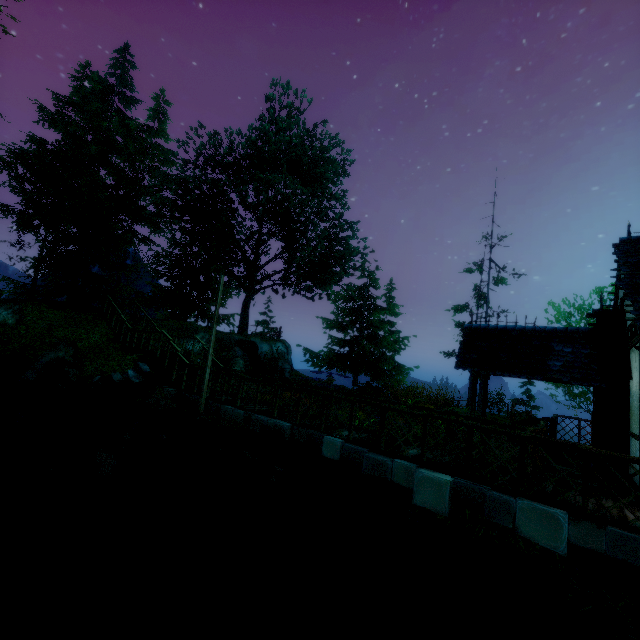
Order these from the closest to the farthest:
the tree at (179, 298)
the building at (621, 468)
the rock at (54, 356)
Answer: the building at (621, 468), the rock at (54, 356), the tree at (179, 298)

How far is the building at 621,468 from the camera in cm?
725

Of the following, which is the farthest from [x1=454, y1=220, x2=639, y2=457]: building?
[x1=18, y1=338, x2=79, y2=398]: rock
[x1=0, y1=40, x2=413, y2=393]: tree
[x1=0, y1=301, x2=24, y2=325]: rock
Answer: [x1=0, y1=301, x2=24, y2=325]: rock

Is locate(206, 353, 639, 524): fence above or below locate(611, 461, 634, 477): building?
above

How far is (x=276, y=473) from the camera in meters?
7.5 m

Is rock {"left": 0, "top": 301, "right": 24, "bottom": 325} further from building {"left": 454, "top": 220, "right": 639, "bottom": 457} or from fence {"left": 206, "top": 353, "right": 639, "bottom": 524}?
building {"left": 454, "top": 220, "right": 639, "bottom": 457}

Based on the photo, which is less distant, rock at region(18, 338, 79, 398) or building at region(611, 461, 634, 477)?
building at region(611, 461, 634, 477)

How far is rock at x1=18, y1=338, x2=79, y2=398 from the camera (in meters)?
12.95
